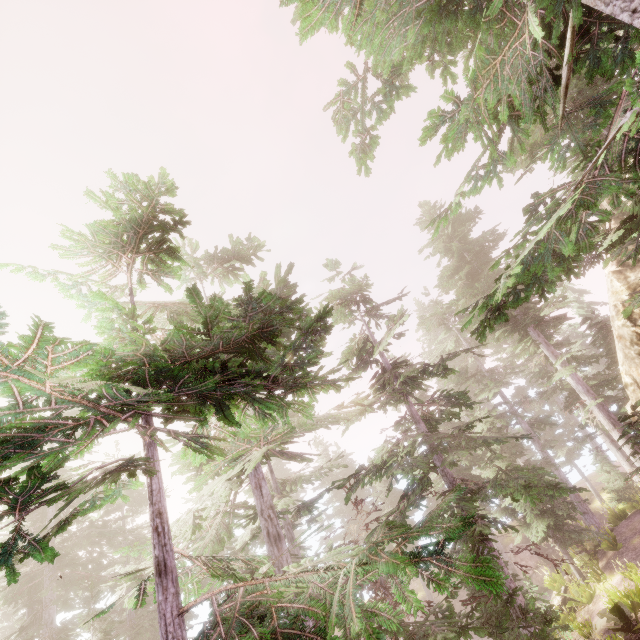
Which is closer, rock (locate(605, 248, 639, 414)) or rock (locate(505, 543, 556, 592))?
rock (locate(605, 248, 639, 414))

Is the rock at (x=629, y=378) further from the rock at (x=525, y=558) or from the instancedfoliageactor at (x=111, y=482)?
the rock at (x=525, y=558)

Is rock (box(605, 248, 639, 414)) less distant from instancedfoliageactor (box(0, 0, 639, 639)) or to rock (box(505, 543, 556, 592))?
instancedfoliageactor (box(0, 0, 639, 639))

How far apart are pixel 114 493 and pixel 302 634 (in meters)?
2.43

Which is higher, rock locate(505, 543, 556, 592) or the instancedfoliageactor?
the instancedfoliageactor

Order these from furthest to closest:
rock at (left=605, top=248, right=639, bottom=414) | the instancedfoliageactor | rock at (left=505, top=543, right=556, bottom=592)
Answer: rock at (left=505, top=543, right=556, bottom=592) → rock at (left=605, top=248, right=639, bottom=414) → the instancedfoliageactor

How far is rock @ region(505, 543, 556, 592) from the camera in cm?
2348

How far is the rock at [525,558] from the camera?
23.48m
